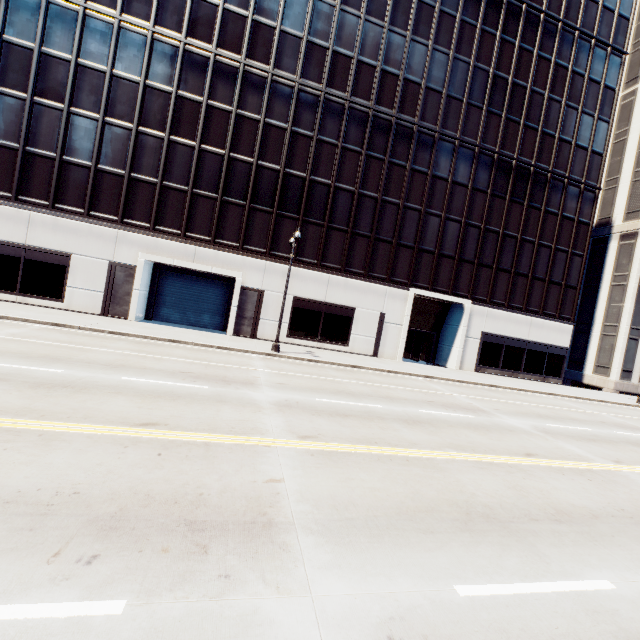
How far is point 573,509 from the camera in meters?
6.4 m
